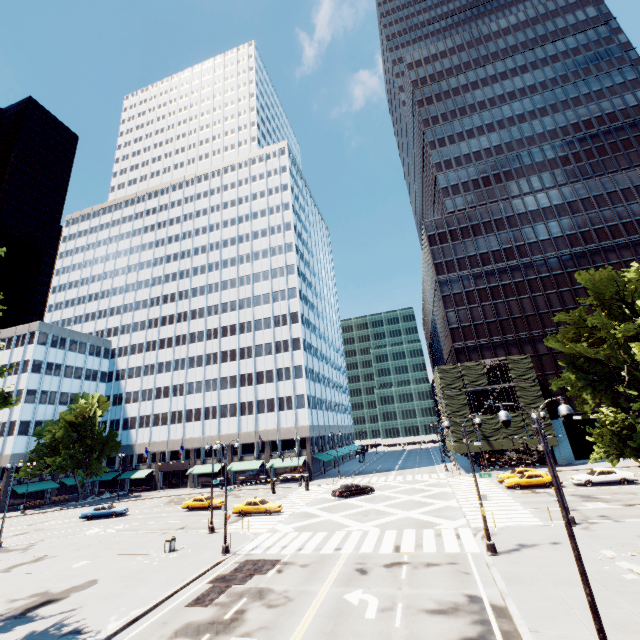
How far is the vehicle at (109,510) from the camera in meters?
39.4 m

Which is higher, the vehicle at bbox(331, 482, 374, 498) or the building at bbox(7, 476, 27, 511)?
the building at bbox(7, 476, 27, 511)

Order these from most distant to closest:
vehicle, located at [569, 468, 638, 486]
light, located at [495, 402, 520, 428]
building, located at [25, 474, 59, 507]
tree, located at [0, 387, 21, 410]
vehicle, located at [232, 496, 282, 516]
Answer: building, located at [25, 474, 59, 507], vehicle, located at [232, 496, 282, 516], vehicle, located at [569, 468, 638, 486], tree, located at [0, 387, 21, 410], light, located at [495, 402, 520, 428]

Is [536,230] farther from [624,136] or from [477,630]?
[477,630]

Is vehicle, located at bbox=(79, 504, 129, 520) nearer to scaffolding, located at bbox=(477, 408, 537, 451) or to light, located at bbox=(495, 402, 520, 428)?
light, located at bbox=(495, 402, 520, 428)

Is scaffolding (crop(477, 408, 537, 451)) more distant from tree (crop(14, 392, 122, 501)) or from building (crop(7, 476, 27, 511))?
tree (crop(14, 392, 122, 501))

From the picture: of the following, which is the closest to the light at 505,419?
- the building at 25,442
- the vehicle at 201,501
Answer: the vehicle at 201,501

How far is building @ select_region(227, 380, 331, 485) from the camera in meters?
56.1 m
